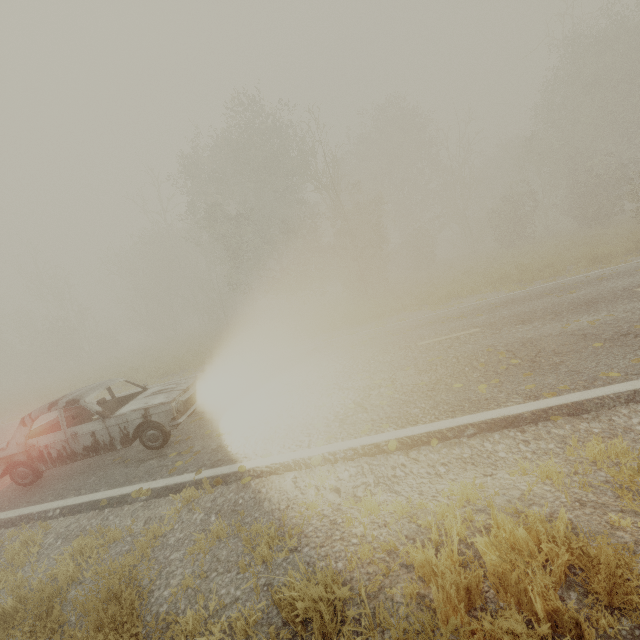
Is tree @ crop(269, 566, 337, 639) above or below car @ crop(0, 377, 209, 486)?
below

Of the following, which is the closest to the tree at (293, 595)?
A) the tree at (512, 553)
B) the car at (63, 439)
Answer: the car at (63, 439)

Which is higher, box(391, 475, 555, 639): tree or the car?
the car

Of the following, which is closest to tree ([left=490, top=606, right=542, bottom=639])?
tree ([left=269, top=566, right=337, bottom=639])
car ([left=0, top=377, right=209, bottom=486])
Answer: tree ([left=269, top=566, right=337, bottom=639])

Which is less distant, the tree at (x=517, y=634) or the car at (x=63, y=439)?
the tree at (x=517, y=634)

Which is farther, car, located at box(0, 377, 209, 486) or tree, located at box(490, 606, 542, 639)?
car, located at box(0, 377, 209, 486)

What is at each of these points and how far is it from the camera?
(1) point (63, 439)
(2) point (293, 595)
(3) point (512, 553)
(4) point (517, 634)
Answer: (1) car, 6.04m
(2) tree, 2.38m
(3) tree, 2.25m
(4) tree, 2.09m
